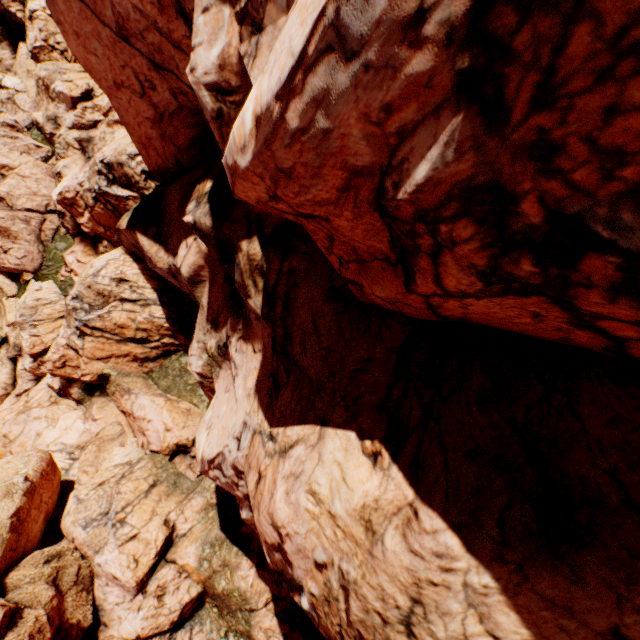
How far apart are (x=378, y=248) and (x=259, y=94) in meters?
4.0
